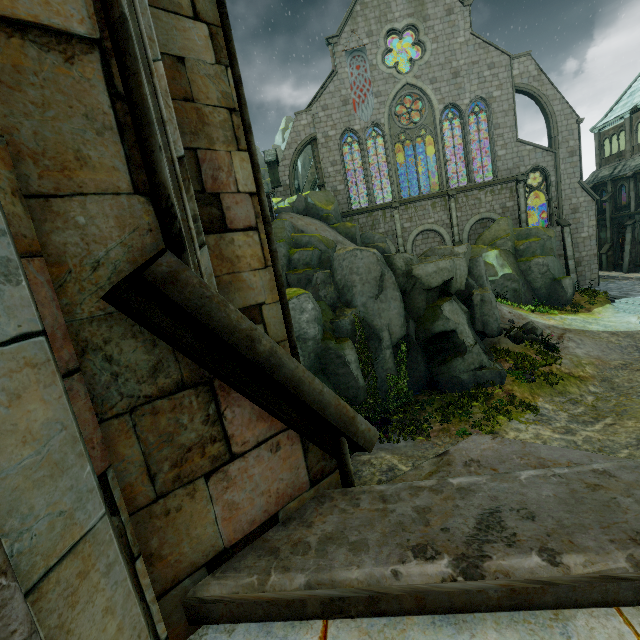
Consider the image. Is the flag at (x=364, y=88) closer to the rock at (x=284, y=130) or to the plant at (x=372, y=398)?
the rock at (x=284, y=130)

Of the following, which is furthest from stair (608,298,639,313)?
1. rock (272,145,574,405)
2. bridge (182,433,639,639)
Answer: bridge (182,433,639,639)

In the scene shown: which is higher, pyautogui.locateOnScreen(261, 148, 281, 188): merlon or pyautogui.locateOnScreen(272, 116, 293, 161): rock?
pyautogui.locateOnScreen(272, 116, 293, 161): rock

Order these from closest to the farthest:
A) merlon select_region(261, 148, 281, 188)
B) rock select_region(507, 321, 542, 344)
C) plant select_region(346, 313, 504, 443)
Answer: plant select_region(346, 313, 504, 443) → rock select_region(507, 321, 542, 344) → merlon select_region(261, 148, 281, 188)

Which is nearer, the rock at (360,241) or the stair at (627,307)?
the rock at (360,241)

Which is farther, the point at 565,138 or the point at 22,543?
the point at 565,138

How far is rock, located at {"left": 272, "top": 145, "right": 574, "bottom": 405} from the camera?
14.3m

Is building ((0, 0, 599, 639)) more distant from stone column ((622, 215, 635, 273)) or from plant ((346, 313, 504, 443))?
plant ((346, 313, 504, 443))
